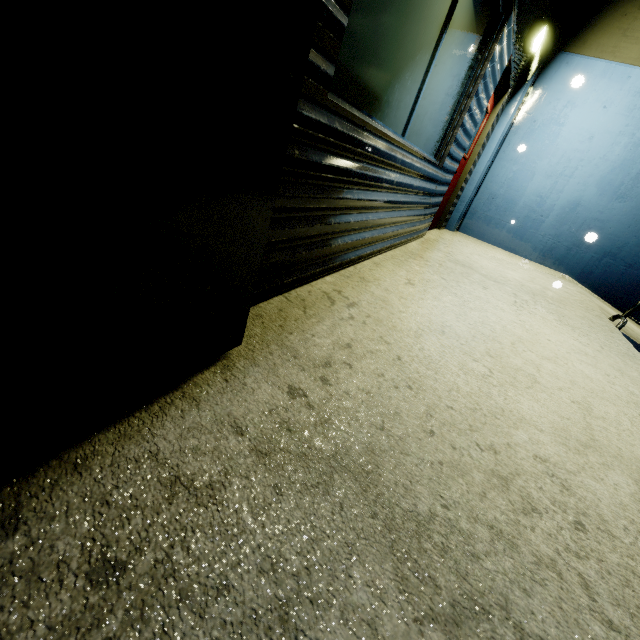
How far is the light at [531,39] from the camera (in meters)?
4.35

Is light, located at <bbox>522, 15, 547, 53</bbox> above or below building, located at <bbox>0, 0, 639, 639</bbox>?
above

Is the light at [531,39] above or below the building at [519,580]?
above

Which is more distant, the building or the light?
the light

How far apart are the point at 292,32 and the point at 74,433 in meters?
1.2 m

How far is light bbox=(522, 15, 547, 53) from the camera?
4.35m
